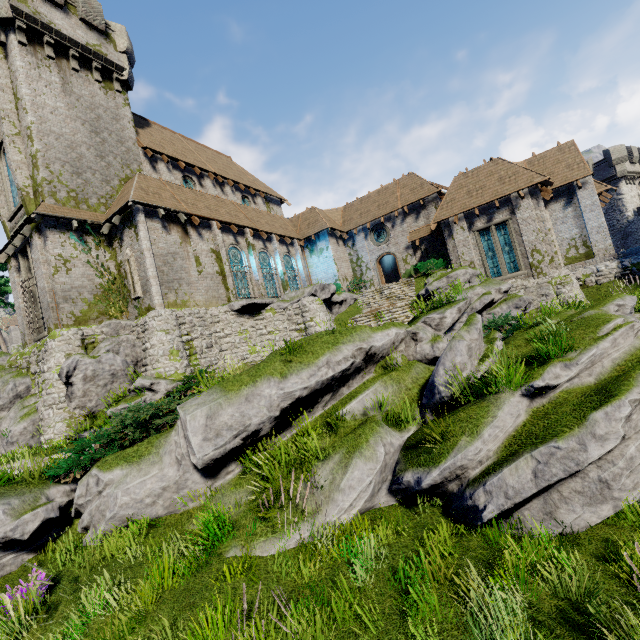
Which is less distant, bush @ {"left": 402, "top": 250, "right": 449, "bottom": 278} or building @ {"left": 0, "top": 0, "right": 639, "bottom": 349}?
building @ {"left": 0, "top": 0, "right": 639, "bottom": 349}

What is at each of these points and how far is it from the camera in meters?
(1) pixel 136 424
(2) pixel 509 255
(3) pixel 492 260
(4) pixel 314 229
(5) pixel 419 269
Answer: (1) bush, 8.9
(2) window glass, 21.1
(3) window glass, 21.7
(4) building, 28.4
(5) bush, 24.0

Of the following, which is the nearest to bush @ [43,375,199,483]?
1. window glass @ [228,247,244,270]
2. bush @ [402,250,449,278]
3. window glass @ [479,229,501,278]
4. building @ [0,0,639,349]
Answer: building @ [0,0,639,349]

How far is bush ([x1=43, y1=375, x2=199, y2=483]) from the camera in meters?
8.0 m

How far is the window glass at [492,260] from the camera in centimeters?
2153cm

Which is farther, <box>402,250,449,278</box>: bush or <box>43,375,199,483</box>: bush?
<box>402,250,449,278</box>: bush

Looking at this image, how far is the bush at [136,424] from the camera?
8.02m

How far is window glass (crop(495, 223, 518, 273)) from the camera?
21.00m
